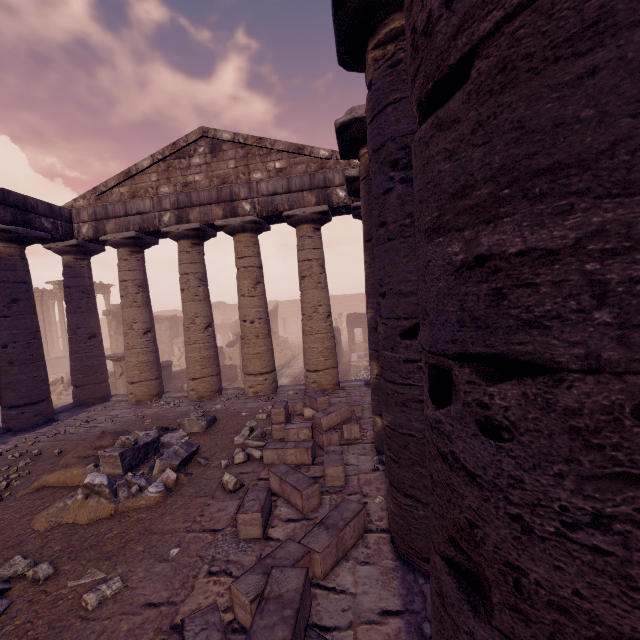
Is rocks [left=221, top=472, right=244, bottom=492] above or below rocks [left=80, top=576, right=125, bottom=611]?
above

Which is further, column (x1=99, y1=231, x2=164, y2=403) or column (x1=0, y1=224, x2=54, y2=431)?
column (x1=99, y1=231, x2=164, y2=403)

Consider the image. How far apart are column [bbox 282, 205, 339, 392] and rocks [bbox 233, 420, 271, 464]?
2.77m

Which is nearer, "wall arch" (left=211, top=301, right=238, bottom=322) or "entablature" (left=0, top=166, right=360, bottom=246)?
"entablature" (left=0, top=166, right=360, bottom=246)

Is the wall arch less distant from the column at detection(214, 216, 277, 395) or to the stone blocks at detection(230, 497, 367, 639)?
the column at detection(214, 216, 277, 395)

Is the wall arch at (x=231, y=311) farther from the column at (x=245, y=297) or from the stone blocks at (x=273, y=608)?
the stone blocks at (x=273, y=608)

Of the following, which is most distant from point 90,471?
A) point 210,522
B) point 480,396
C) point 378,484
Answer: point 480,396

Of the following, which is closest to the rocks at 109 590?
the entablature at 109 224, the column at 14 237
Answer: the entablature at 109 224
